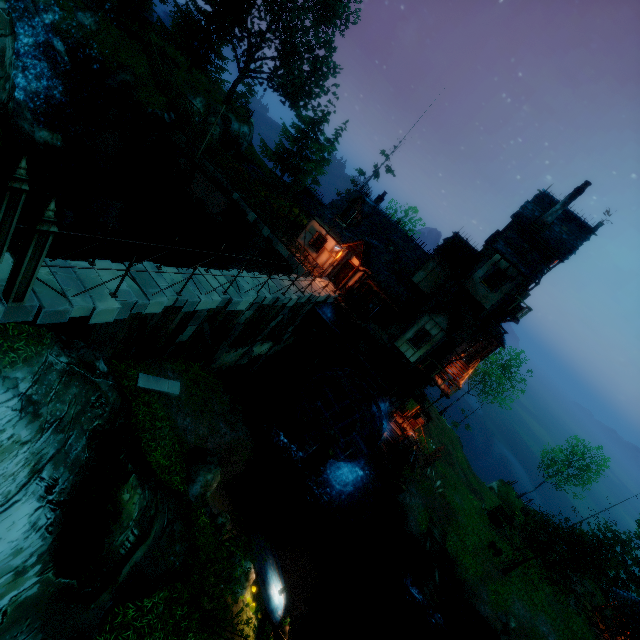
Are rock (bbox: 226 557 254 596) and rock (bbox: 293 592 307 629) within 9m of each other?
yes

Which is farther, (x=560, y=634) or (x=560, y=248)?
(x=560, y=634)

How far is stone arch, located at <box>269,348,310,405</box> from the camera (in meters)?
25.52

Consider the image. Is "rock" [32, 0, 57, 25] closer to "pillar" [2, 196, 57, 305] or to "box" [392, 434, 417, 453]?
"pillar" [2, 196, 57, 305]

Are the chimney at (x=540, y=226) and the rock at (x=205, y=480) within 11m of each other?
no

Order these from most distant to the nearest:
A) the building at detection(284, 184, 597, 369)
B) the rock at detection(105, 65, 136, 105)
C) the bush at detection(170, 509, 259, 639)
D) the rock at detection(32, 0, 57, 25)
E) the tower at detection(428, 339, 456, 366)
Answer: the rock at detection(105, 65, 136, 105) → the rock at detection(32, 0, 57, 25) → the tower at detection(428, 339, 456, 366) → the building at detection(284, 184, 597, 369) → the bush at detection(170, 509, 259, 639)

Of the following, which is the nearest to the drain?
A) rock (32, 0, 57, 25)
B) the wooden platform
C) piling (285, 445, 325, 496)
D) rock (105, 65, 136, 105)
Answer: piling (285, 445, 325, 496)

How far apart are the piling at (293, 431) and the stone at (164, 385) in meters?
10.1
